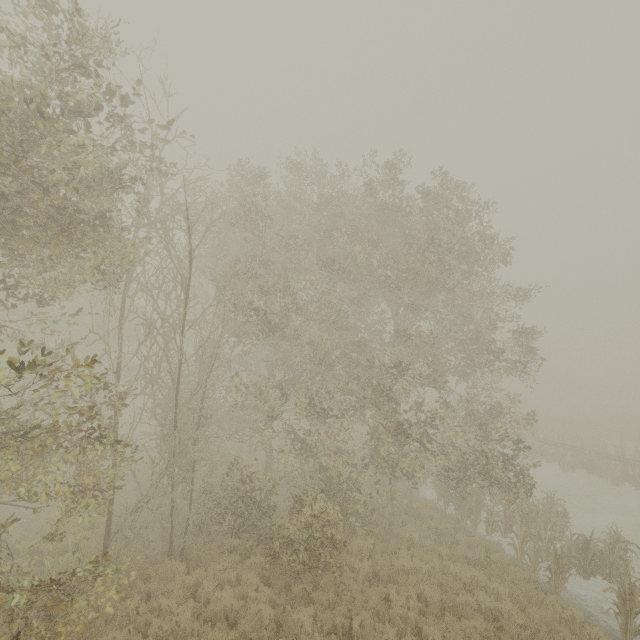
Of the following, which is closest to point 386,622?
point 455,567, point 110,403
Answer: point 455,567
